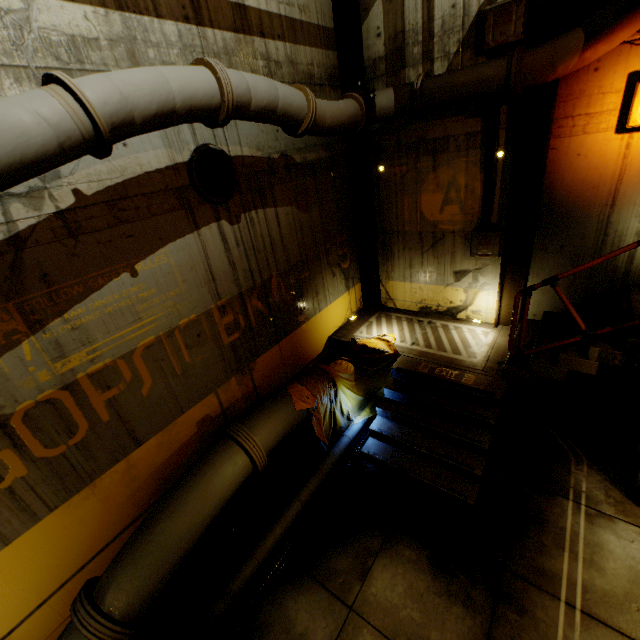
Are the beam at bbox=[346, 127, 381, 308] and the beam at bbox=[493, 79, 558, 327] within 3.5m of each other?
yes

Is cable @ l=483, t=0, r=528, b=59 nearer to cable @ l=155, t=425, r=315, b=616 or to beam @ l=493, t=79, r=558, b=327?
beam @ l=493, t=79, r=558, b=327

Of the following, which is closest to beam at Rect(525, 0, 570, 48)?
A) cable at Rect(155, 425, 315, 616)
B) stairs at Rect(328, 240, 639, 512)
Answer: stairs at Rect(328, 240, 639, 512)

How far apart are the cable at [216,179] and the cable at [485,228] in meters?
4.5

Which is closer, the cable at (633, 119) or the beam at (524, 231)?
the cable at (633, 119)

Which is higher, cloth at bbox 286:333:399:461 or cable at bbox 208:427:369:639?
cloth at bbox 286:333:399:461

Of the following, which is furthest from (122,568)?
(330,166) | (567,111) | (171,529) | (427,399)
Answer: (567,111)

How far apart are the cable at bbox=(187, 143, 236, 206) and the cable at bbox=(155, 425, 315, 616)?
4.75m
